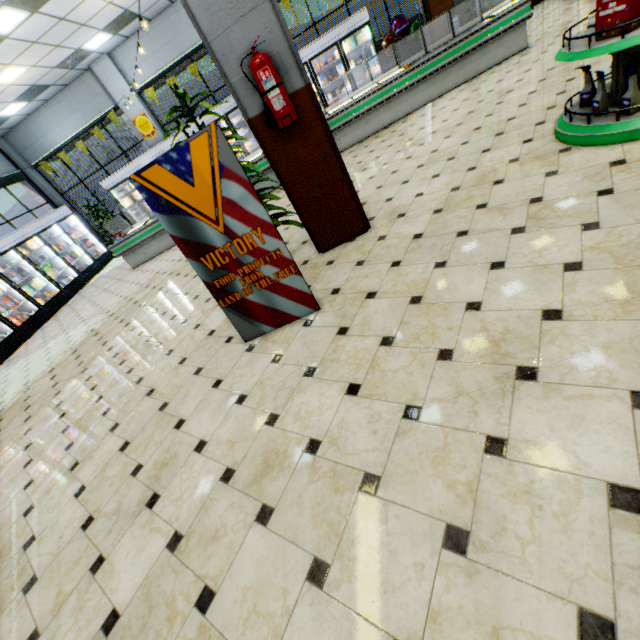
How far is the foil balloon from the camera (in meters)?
9.60

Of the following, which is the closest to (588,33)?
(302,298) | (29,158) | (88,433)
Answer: (302,298)

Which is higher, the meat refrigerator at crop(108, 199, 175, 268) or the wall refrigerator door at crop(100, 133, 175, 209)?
the wall refrigerator door at crop(100, 133, 175, 209)

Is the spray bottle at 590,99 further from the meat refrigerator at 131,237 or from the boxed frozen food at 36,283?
the boxed frozen food at 36,283

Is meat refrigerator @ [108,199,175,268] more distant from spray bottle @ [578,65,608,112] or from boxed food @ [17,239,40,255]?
spray bottle @ [578,65,608,112]

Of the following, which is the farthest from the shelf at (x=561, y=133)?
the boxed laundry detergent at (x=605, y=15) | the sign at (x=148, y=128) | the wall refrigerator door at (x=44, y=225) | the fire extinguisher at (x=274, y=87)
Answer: the sign at (x=148, y=128)

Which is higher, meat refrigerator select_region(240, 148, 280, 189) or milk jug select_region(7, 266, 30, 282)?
milk jug select_region(7, 266, 30, 282)

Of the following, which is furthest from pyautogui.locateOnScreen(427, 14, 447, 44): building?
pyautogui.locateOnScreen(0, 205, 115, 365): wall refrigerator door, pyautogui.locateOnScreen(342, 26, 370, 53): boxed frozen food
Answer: pyautogui.locateOnScreen(342, 26, 370, 53): boxed frozen food
